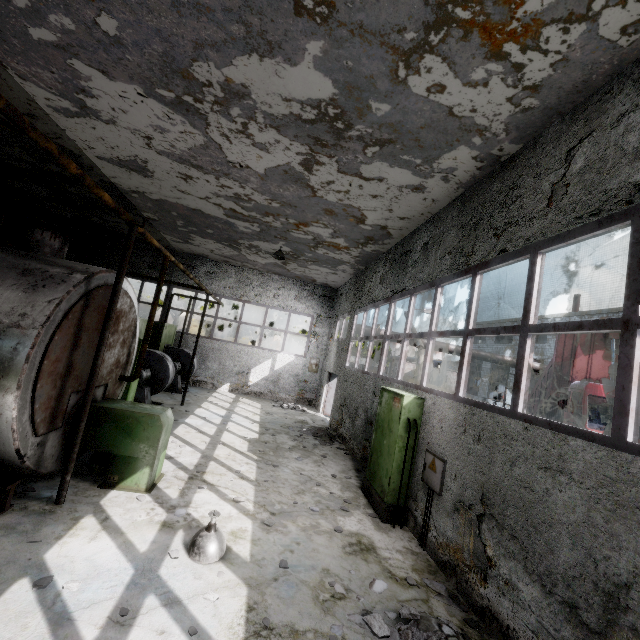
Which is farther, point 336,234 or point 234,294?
point 234,294

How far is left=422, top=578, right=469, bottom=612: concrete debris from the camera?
4.3m

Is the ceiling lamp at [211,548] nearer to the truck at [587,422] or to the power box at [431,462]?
the power box at [431,462]

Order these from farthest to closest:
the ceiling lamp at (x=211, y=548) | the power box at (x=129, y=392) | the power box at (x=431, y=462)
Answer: the power box at (x=129, y=392)
the power box at (x=431, y=462)
the ceiling lamp at (x=211, y=548)

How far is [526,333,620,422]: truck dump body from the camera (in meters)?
11.22

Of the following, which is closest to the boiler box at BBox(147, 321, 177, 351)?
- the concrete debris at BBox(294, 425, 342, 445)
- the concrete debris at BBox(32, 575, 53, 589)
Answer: the concrete debris at BBox(294, 425, 342, 445)

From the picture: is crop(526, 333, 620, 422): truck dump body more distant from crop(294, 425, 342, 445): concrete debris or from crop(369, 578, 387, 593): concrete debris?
crop(369, 578, 387, 593): concrete debris

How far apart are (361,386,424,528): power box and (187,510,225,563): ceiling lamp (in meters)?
3.07
